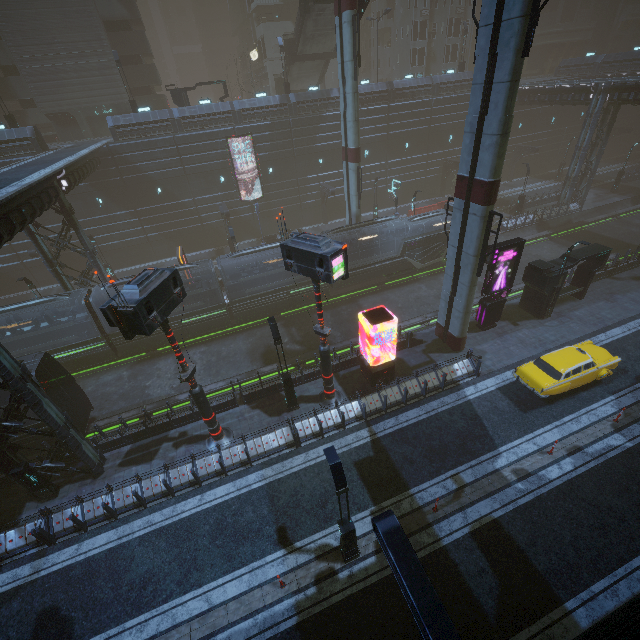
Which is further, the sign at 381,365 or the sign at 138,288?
the sign at 381,365

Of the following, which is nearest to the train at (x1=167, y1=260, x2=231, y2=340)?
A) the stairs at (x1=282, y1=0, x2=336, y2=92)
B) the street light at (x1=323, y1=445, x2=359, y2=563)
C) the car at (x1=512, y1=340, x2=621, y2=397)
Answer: the street light at (x1=323, y1=445, x2=359, y2=563)

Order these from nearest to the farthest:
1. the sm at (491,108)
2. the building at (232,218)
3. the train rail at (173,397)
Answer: the sm at (491,108) → the train rail at (173,397) → the building at (232,218)

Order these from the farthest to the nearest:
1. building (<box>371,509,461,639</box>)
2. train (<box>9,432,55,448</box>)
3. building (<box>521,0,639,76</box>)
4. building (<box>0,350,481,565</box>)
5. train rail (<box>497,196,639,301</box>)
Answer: building (<box>521,0,639,76</box>)
train rail (<box>497,196,639,301</box>)
train (<box>9,432,55,448</box>)
building (<box>0,350,481,565</box>)
building (<box>371,509,461,639</box>)

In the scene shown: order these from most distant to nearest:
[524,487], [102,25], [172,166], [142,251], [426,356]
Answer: [142,251]
[102,25]
[172,166]
[426,356]
[524,487]

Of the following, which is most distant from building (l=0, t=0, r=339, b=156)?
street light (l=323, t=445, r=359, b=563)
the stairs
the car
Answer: the stairs

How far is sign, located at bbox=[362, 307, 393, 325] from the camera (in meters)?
16.35

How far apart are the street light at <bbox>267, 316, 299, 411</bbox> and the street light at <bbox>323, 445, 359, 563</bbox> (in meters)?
6.65
